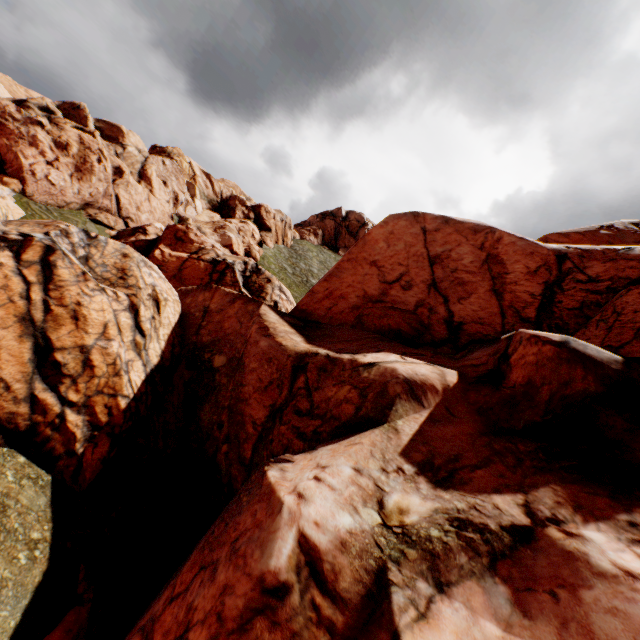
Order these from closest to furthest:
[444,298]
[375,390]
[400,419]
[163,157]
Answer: →
[400,419]
[375,390]
[444,298]
[163,157]

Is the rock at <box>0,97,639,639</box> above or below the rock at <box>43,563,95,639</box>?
above

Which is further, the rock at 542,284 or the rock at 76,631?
the rock at 76,631

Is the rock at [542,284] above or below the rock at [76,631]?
above

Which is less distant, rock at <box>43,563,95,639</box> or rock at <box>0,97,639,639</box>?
rock at <box>0,97,639,639</box>
